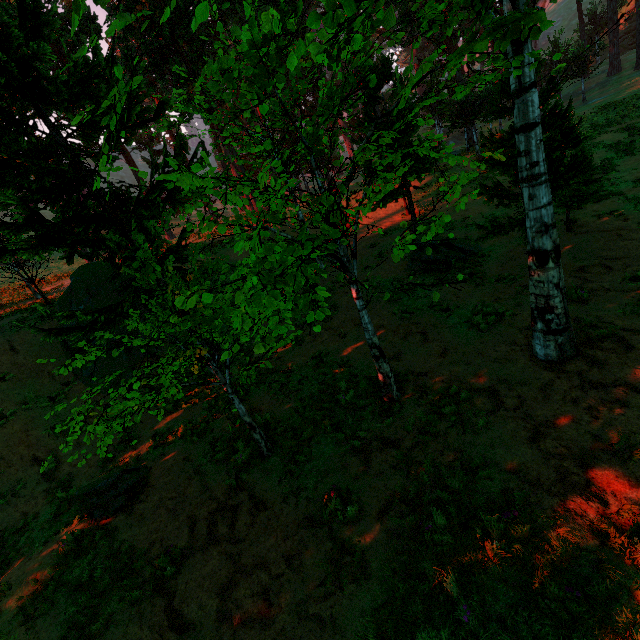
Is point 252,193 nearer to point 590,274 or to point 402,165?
point 402,165

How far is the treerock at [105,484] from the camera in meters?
7.3

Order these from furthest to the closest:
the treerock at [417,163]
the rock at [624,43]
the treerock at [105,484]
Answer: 1. the rock at [624,43]
2. the treerock at [105,484]
3. the treerock at [417,163]

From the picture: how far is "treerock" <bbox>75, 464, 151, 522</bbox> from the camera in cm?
732

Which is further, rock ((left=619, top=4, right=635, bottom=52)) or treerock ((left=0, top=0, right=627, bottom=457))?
rock ((left=619, top=4, right=635, bottom=52))

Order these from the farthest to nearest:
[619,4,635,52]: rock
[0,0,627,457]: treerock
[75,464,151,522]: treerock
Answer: [619,4,635,52]: rock
[75,464,151,522]: treerock
[0,0,627,457]: treerock

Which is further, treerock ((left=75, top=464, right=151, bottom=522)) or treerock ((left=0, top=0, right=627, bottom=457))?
treerock ((left=75, top=464, right=151, bottom=522))
